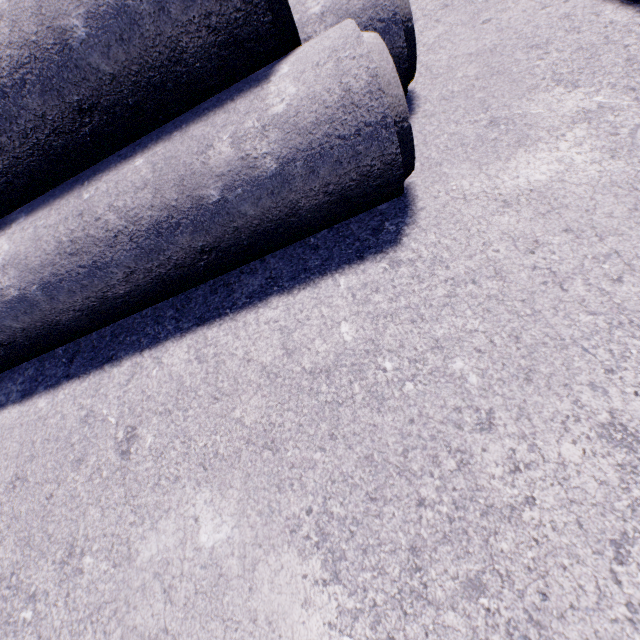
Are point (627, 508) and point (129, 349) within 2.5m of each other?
no
